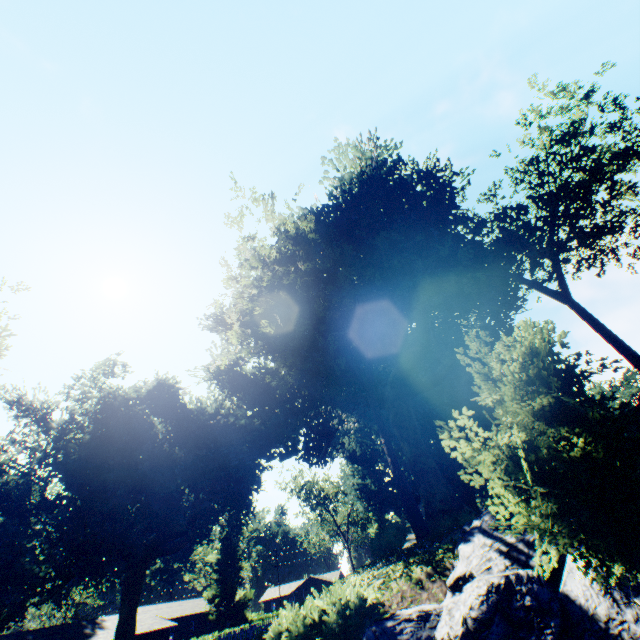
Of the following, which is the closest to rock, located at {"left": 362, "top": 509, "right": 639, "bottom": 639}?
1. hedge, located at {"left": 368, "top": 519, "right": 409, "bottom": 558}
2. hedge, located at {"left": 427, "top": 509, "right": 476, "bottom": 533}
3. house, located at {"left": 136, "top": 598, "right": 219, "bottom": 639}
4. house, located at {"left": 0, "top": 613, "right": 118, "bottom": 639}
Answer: hedge, located at {"left": 368, "top": 519, "right": 409, "bottom": 558}

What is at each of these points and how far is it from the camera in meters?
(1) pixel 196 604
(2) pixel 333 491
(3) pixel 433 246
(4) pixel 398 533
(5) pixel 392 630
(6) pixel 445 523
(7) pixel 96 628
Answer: (1) house, 54.9 m
(2) tree, 58.6 m
(3) plant, 23.0 m
(4) hedge, 15.8 m
(5) rock, 6.7 m
(6) hedge, 18.4 m
(7) house, 33.3 m

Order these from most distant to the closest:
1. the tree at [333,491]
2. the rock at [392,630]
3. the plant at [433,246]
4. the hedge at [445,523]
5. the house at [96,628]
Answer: the tree at [333,491] → the house at [96,628] → the hedge at [445,523] → the rock at [392,630] → the plant at [433,246]

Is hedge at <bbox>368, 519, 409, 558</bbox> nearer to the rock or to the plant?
the plant

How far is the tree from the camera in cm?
5125

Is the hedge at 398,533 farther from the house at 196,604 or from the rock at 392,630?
the house at 196,604

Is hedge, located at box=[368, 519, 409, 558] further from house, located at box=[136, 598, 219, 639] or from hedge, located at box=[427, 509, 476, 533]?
house, located at box=[136, 598, 219, 639]

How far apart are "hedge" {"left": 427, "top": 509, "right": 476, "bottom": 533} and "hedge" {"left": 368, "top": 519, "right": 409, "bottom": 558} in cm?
273
